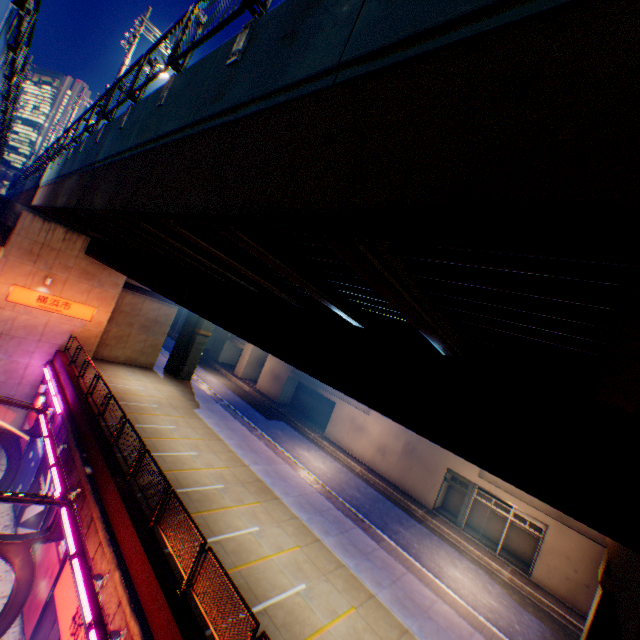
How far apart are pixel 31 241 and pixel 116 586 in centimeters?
1991cm

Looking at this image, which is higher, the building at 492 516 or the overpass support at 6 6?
the overpass support at 6 6

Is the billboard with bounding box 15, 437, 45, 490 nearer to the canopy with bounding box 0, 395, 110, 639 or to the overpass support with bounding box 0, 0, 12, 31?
the canopy with bounding box 0, 395, 110, 639

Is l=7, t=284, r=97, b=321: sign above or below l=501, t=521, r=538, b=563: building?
above

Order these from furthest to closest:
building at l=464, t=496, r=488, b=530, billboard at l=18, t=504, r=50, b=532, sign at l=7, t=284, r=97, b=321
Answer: building at l=464, t=496, r=488, b=530 < sign at l=7, t=284, r=97, b=321 < billboard at l=18, t=504, r=50, b=532

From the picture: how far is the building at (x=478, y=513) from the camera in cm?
2317

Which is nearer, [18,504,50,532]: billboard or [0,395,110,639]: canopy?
[0,395,110,639]: canopy

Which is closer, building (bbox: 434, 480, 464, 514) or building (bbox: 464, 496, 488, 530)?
building (bbox: 464, 496, 488, 530)
